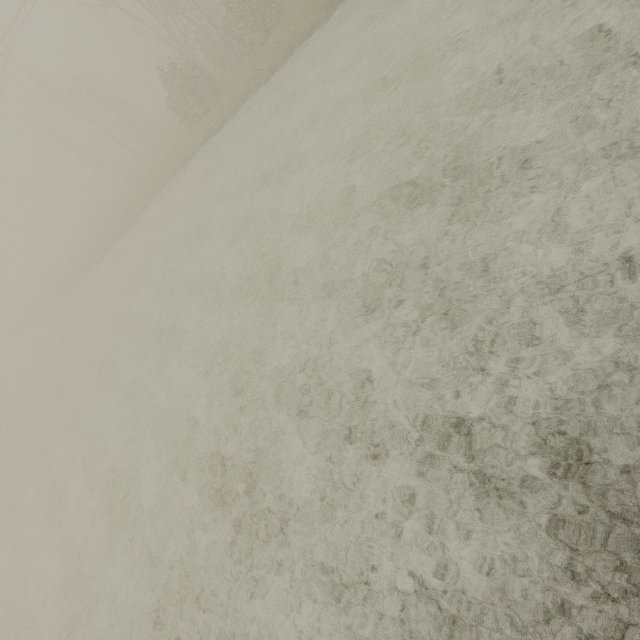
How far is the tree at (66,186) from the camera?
56.44m

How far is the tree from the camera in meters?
56.4 m

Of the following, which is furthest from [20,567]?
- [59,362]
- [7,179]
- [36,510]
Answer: [7,179]
